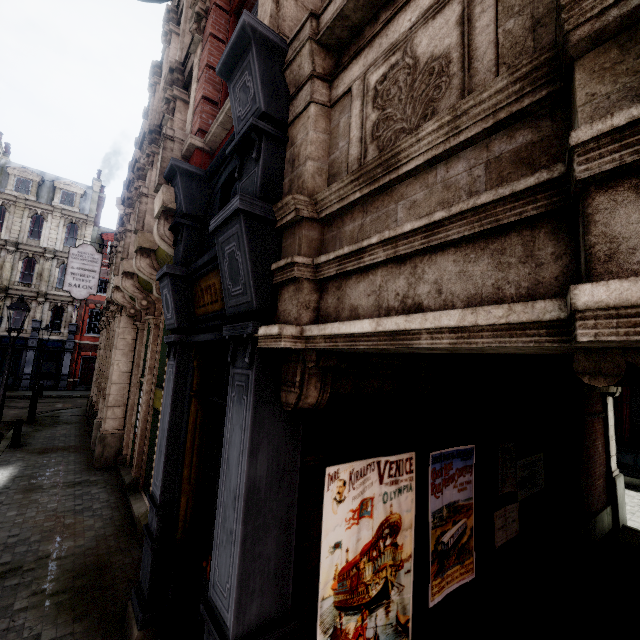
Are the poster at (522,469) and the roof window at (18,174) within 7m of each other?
no

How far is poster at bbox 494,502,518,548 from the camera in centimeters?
453cm

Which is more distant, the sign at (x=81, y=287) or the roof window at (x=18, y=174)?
the roof window at (x=18, y=174)

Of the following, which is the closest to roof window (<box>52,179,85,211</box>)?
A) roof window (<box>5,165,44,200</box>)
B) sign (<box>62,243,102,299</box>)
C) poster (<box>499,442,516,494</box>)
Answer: roof window (<box>5,165,44,200</box>)

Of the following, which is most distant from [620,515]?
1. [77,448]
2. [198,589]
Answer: [77,448]

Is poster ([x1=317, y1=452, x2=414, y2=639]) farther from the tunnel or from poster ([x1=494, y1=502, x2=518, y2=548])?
poster ([x1=494, y1=502, x2=518, y2=548])

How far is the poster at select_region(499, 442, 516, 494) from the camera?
4.71m

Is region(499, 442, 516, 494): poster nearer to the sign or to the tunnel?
the tunnel
